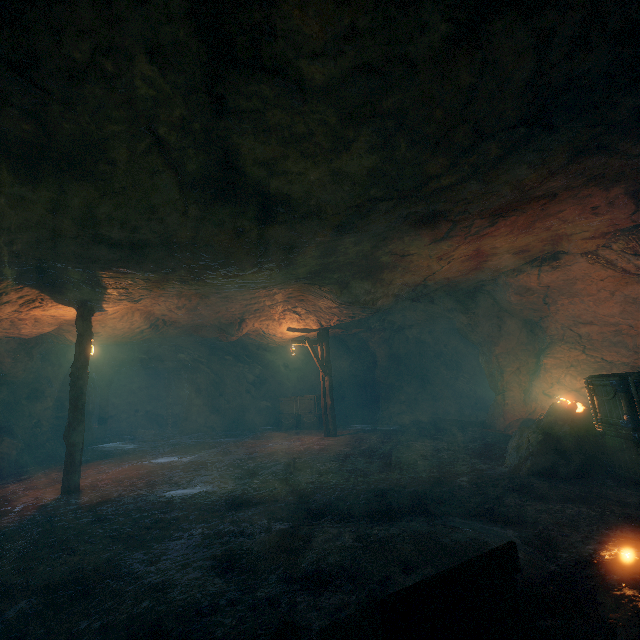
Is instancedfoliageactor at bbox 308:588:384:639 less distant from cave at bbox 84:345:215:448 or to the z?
the z

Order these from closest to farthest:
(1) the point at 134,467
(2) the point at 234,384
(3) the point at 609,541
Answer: (3) the point at 609,541
(1) the point at 134,467
(2) the point at 234,384

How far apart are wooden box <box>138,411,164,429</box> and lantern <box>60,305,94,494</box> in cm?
1697

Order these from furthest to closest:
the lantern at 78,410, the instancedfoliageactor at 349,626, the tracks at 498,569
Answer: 1. the lantern at 78,410
2. the instancedfoliageactor at 349,626
3. the tracks at 498,569

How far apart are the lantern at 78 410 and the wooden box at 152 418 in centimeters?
1697cm

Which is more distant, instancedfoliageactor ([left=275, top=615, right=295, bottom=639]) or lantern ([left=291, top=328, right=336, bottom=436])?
lantern ([left=291, top=328, right=336, bottom=436])

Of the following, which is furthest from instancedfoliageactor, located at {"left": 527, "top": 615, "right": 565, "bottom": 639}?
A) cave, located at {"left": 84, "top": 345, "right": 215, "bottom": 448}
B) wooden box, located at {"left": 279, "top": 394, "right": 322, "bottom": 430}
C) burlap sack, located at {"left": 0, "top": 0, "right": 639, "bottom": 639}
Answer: cave, located at {"left": 84, "top": 345, "right": 215, "bottom": 448}

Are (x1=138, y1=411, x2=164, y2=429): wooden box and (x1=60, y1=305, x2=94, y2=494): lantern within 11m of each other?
no
